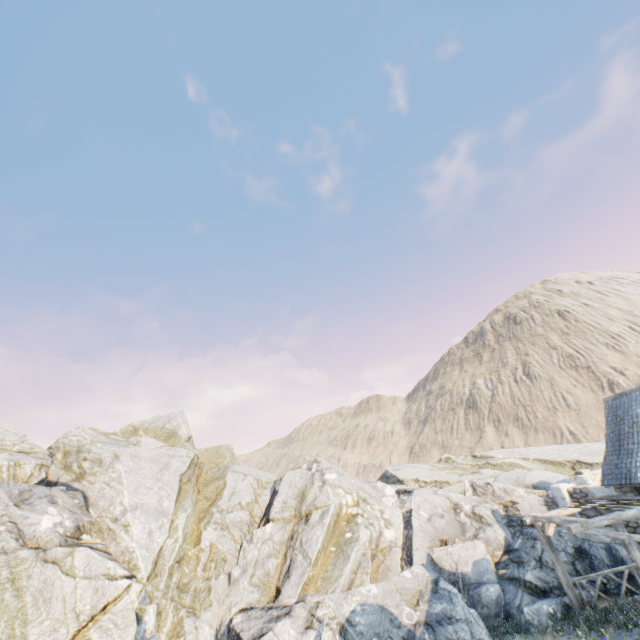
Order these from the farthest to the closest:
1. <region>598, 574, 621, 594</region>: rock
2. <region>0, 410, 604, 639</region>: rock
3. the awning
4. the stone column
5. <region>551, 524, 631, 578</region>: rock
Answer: the stone column, <region>551, 524, 631, 578</region>: rock, <region>598, 574, 621, 594</region>: rock, <region>0, 410, 604, 639</region>: rock, the awning

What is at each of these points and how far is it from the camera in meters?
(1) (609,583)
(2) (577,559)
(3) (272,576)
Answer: (1) rock, 12.1 m
(2) rock, 13.3 m
(3) rock, 13.6 m

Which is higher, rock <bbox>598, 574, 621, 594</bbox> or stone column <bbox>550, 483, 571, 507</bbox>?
stone column <bbox>550, 483, 571, 507</bbox>

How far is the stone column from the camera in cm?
1669

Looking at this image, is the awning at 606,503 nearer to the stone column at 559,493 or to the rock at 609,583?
the rock at 609,583

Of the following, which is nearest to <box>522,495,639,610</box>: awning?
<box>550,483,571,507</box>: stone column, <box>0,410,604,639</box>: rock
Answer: <box>0,410,604,639</box>: rock
